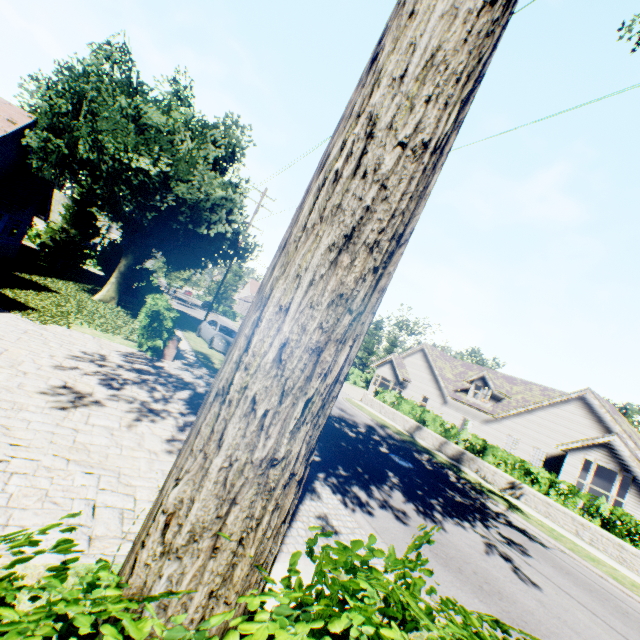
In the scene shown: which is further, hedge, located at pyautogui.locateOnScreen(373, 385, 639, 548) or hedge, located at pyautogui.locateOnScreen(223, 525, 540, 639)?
hedge, located at pyautogui.locateOnScreen(373, 385, 639, 548)

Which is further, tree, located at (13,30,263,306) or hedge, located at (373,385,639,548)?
tree, located at (13,30,263,306)

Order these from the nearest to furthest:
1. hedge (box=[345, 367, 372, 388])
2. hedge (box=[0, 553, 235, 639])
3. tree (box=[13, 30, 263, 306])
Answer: hedge (box=[0, 553, 235, 639])
tree (box=[13, 30, 263, 306])
hedge (box=[345, 367, 372, 388])

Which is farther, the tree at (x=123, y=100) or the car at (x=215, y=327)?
the car at (x=215, y=327)

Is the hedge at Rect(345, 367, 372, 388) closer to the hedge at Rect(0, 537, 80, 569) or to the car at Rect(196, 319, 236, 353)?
the car at Rect(196, 319, 236, 353)

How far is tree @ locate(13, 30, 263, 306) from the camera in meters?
14.3 m

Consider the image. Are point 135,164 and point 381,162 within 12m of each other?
no

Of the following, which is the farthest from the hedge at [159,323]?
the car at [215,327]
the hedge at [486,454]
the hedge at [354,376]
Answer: the hedge at [354,376]
